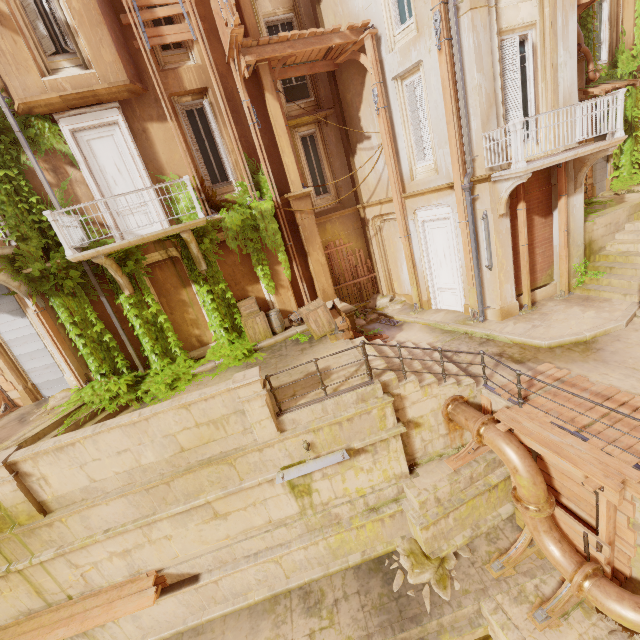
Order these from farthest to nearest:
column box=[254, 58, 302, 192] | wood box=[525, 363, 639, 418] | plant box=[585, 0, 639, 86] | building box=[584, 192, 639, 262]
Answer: plant box=[585, 0, 639, 86] → building box=[584, 192, 639, 262] → column box=[254, 58, 302, 192] → wood box=[525, 363, 639, 418]

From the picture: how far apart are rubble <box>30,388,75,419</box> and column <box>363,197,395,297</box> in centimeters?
1209cm

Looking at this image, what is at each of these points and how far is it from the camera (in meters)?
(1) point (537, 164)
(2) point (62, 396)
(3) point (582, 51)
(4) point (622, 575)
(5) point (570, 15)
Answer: (1) balcony, 8.01
(2) rubble, 10.15
(3) pipe, 10.46
(4) wood, 5.97
(5) column, 8.53

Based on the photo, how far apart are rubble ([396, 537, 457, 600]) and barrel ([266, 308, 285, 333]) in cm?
718

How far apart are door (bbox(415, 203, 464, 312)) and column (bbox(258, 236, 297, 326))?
5.1 meters

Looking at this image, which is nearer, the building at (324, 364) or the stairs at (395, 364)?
the stairs at (395, 364)

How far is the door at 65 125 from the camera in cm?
891

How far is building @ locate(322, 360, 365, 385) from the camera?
7.89m
